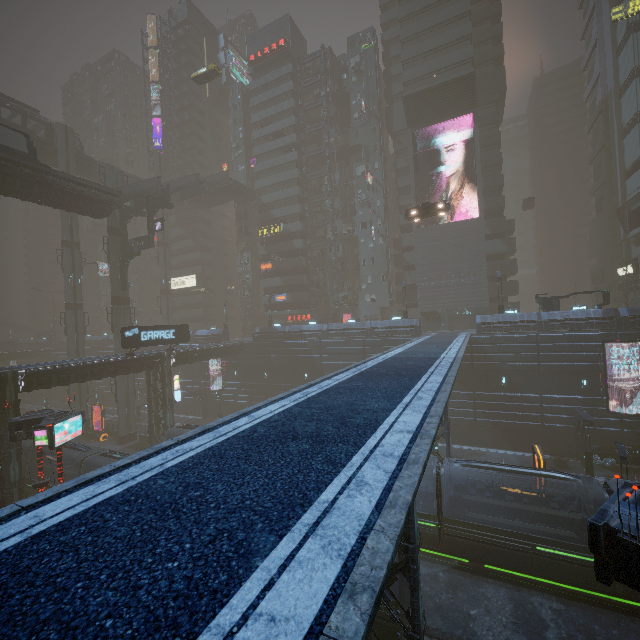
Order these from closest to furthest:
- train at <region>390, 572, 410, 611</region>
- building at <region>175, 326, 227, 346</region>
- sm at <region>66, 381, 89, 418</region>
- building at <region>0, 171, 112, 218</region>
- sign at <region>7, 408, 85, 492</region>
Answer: train at <region>390, 572, 410, 611</region> → sign at <region>7, 408, 85, 492</region> → building at <region>0, 171, 112, 218</region> → sm at <region>66, 381, 89, 418</region> → building at <region>175, 326, 227, 346</region>

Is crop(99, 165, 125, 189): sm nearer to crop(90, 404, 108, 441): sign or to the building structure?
the building structure

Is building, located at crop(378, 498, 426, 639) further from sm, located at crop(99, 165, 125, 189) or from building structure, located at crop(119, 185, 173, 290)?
building structure, located at crop(119, 185, 173, 290)

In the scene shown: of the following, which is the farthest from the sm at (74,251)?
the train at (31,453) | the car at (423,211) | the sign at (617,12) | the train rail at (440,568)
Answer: the sign at (617,12)

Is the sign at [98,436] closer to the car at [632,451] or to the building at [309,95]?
the building at [309,95]

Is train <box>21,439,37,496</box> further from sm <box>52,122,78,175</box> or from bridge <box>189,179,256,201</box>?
bridge <box>189,179,256,201</box>

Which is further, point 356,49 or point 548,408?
point 356,49

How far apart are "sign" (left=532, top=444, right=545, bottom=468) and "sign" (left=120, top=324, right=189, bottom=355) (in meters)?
33.24
